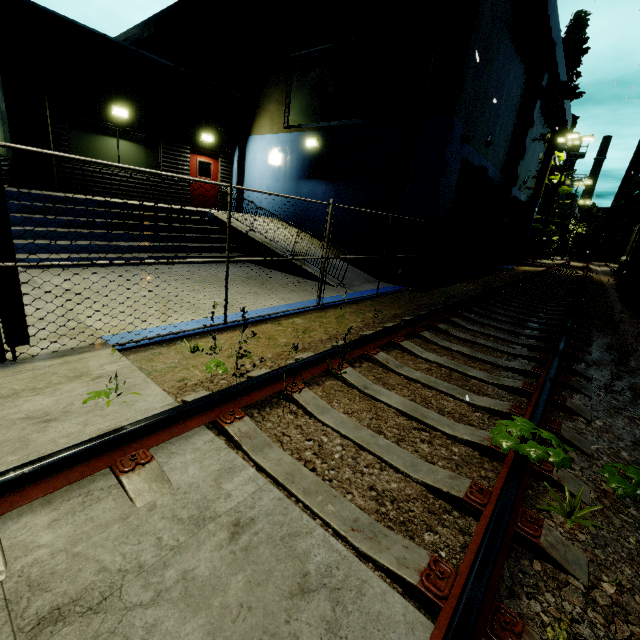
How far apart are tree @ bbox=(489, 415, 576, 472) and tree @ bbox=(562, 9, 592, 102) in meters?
36.1

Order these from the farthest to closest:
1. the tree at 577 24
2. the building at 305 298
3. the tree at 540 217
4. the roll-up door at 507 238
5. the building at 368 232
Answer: the tree at 540 217 → the tree at 577 24 → the roll-up door at 507 238 → the building at 368 232 → the building at 305 298

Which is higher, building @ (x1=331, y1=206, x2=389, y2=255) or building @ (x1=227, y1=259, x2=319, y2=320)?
building @ (x1=331, y1=206, x2=389, y2=255)

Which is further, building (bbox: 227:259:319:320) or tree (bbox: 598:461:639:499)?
building (bbox: 227:259:319:320)

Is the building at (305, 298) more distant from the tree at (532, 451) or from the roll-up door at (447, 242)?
the tree at (532, 451)

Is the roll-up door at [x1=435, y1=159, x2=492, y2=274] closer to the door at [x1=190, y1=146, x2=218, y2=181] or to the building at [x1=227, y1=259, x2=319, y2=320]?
the building at [x1=227, y1=259, x2=319, y2=320]

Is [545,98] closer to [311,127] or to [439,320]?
[311,127]

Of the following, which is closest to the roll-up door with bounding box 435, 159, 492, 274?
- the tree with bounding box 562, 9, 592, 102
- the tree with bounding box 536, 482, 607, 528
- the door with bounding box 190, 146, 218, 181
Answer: the tree with bounding box 536, 482, 607, 528
